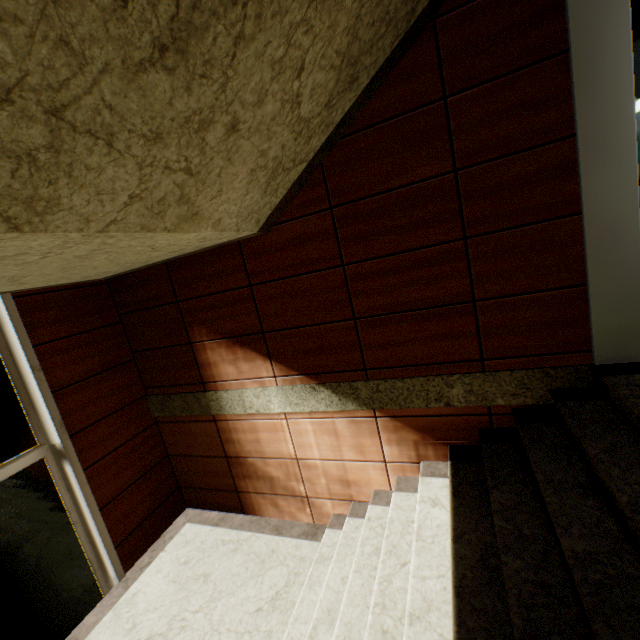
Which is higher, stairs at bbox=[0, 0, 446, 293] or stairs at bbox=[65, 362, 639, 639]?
stairs at bbox=[0, 0, 446, 293]

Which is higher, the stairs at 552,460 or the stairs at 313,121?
the stairs at 313,121

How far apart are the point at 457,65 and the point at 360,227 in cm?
126
